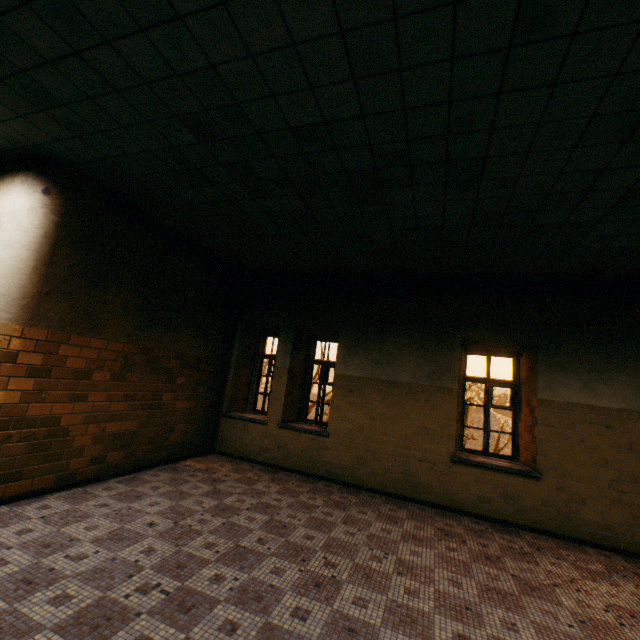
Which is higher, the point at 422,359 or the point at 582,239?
the point at 582,239
